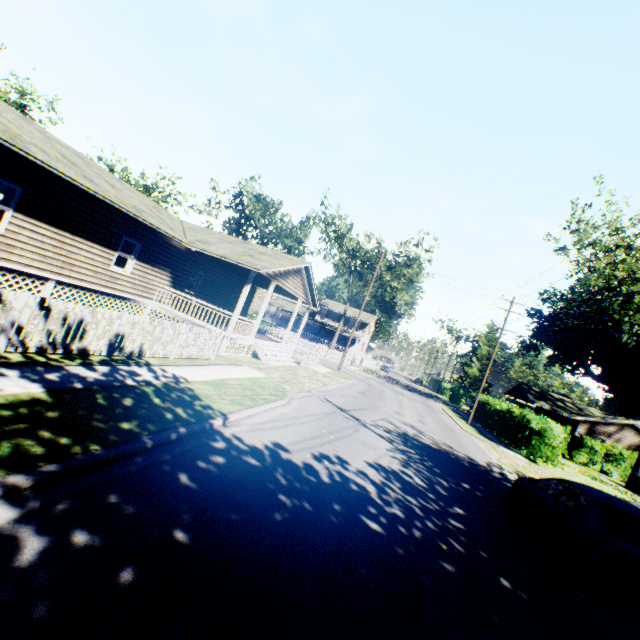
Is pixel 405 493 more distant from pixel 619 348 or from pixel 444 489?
pixel 619 348

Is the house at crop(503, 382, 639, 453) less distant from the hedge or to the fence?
the hedge

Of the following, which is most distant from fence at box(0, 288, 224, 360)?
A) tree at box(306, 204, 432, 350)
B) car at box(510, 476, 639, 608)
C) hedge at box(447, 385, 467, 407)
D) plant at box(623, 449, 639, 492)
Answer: hedge at box(447, 385, 467, 407)

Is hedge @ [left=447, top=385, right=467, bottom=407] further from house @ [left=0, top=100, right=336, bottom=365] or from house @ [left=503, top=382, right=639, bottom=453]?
house @ [left=0, top=100, right=336, bottom=365]

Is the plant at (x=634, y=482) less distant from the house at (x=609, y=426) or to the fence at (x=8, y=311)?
the house at (x=609, y=426)

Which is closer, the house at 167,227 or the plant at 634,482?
the house at 167,227

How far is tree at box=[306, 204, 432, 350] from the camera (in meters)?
42.02

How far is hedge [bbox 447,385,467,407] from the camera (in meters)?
50.75
